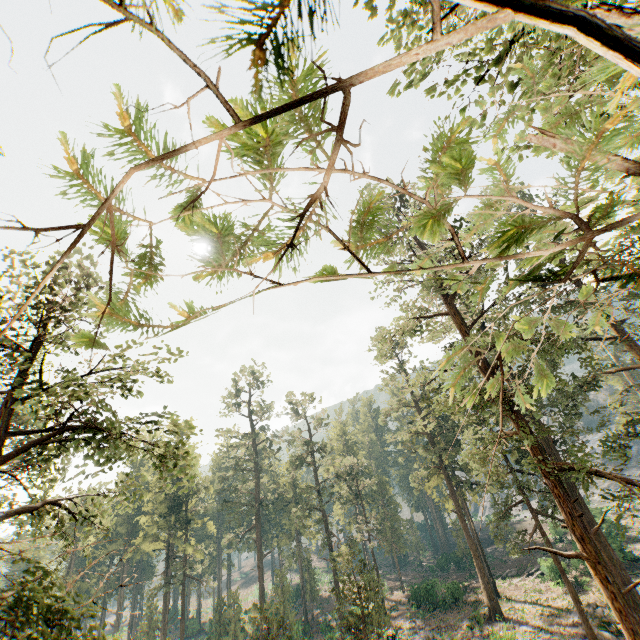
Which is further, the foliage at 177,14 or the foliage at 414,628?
the foliage at 414,628

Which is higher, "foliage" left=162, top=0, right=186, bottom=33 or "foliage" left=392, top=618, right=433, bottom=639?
"foliage" left=162, top=0, right=186, bottom=33

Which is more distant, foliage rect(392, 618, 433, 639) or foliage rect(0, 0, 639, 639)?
foliage rect(392, 618, 433, 639)

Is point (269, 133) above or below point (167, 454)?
below
